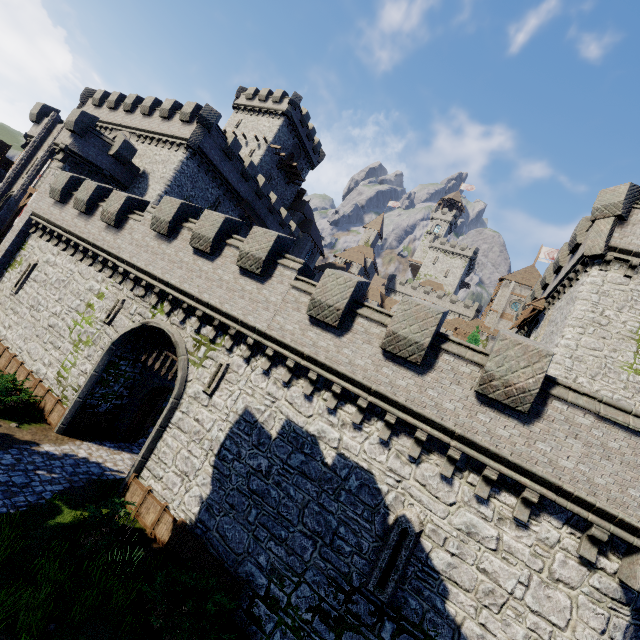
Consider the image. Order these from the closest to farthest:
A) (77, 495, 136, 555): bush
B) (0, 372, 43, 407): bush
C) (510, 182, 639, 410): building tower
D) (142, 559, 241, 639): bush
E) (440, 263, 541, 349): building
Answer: (142, 559, 241, 639): bush → (77, 495, 136, 555): bush → (0, 372, 43, 407): bush → (510, 182, 639, 410): building tower → (440, 263, 541, 349): building

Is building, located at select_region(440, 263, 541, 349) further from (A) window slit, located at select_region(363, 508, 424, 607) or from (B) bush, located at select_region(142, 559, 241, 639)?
(B) bush, located at select_region(142, 559, 241, 639)

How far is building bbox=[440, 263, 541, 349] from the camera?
47.25m

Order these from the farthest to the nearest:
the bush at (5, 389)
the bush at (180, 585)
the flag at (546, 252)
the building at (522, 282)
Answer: the flag at (546, 252) < the building at (522, 282) < the bush at (5, 389) < the bush at (180, 585)

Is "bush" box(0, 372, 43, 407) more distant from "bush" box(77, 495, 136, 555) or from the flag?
the flag

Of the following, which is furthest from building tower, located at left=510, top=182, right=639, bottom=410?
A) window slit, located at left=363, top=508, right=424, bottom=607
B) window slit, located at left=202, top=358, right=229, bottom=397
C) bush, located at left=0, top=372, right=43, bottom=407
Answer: bush, located at left=0, top=372, right=43, bottom=407

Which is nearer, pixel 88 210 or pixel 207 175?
pixel 88 210

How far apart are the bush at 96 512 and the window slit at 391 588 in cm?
745
